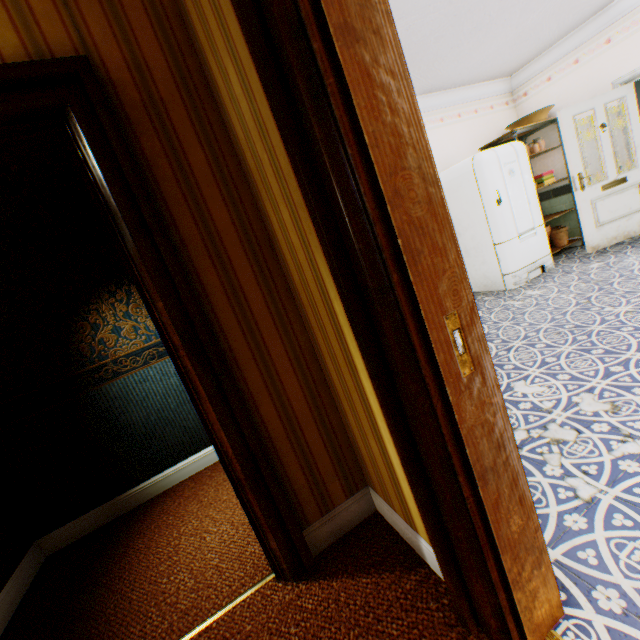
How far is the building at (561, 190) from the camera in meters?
5.7 m

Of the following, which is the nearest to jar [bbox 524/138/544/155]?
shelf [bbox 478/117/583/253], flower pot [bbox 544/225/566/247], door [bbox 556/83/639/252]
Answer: shelf [bbox 478/117/583/253]

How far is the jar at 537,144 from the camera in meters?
5.4 m

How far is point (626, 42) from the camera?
4.38m

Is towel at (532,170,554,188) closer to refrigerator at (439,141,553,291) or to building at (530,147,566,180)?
building at (530,147,566,180)

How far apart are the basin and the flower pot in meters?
1.8 m

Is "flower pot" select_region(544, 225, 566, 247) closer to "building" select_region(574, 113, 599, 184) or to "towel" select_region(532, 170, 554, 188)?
"building" select_region(574, 113, 599, 184)

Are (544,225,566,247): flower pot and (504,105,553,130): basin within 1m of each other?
no
